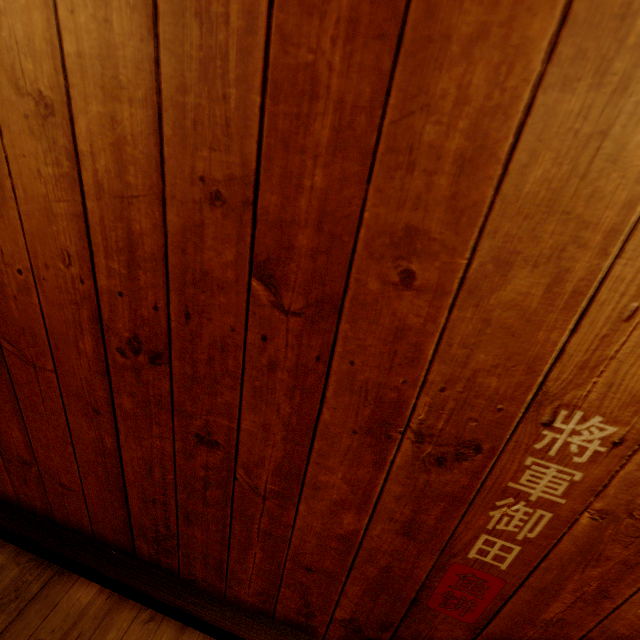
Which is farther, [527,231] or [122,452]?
[122,452]
